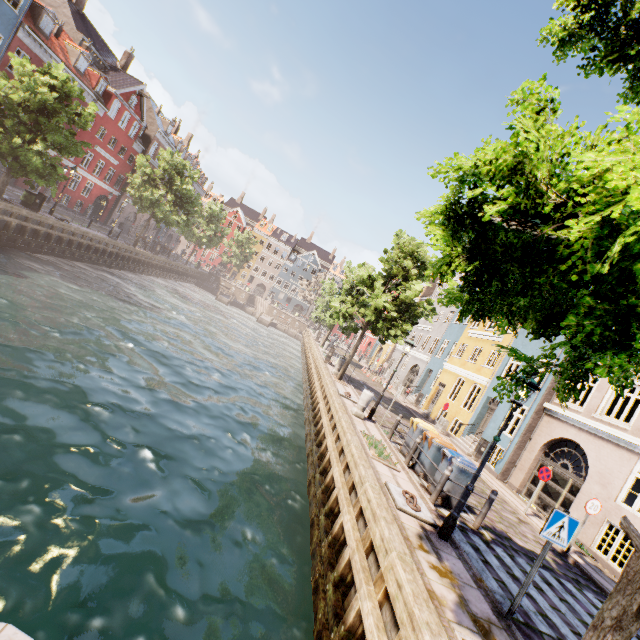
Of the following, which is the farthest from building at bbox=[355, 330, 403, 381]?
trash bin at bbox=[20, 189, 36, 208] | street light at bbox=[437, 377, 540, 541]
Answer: street light at bbox=[437, 377, 540, 541]

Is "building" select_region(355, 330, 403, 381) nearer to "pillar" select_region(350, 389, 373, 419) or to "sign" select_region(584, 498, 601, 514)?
"pillar" select_region(350, 389, 373, 419)

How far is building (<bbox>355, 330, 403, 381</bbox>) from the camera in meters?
37.7

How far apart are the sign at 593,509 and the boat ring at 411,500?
6.3m

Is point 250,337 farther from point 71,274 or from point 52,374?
point 52,374

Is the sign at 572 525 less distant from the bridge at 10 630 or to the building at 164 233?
the bridge at 10 630

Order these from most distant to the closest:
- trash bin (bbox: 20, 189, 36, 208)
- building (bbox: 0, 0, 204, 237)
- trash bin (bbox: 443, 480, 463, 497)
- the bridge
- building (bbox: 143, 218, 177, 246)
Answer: building (bbox: 143, 218, 177, 246) → building (bbox: 0, 0, 204, 237) → trash bin (bbox: 20, 189, 36, 208) → trash bin (bbox: 443, 480, 463, 497) → the bridge

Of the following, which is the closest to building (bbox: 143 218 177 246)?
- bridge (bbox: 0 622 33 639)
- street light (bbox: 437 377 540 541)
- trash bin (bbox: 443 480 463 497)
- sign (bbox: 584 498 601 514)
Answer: bridge (bbox: 0 622 33 639)
